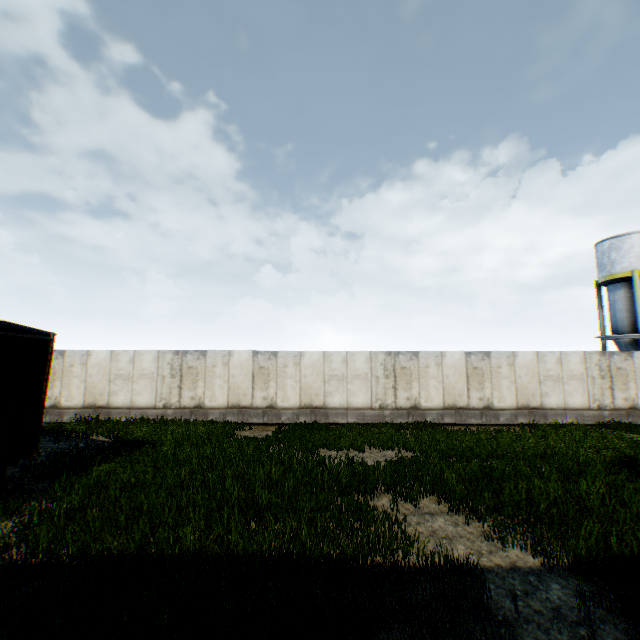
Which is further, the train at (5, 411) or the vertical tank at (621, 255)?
the vertical tank at (621, 255)

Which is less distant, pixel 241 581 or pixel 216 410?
pixel 241 581

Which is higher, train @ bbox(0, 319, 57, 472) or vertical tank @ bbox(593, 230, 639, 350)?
vertical tank @ bbox(593, 230, 639, 350)

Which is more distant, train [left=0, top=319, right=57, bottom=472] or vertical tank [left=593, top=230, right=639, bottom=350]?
vertical tank [left=593, top=230, right=639, bottom=350]

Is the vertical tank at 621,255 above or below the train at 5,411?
above
